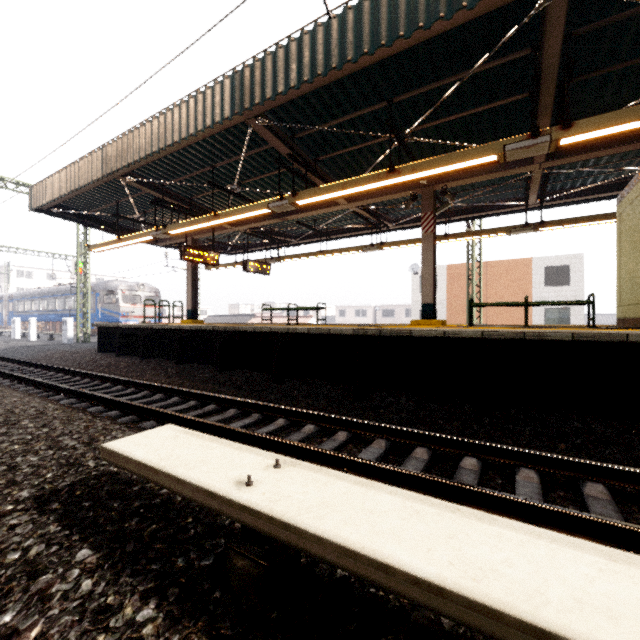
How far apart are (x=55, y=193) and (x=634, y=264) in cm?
1531

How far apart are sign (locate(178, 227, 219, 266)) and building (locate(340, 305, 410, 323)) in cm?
4580

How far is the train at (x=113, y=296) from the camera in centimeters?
2372cm

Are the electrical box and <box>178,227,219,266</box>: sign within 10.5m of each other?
no

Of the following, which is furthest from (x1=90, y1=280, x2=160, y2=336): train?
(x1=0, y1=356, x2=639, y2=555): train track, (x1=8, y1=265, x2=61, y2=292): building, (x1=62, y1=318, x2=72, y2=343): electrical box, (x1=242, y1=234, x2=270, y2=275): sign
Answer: (x1=242, y1=234, x2=270, y2=275): sign

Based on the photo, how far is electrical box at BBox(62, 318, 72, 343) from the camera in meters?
18.0

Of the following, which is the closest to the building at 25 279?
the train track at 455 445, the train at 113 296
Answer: the train at 113 296

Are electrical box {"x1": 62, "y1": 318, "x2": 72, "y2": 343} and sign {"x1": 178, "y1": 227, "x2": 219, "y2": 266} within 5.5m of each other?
no
